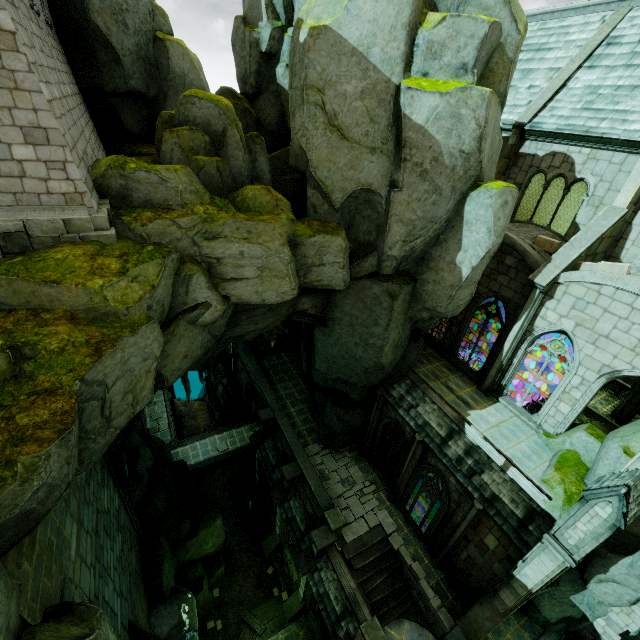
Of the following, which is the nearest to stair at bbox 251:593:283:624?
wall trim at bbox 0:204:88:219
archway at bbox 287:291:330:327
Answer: archway at bbox 287:291:330:327

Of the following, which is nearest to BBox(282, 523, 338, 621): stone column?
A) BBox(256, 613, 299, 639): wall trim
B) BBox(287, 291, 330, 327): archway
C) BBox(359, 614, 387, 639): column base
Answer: BBox(256, 613, 299, 639): wall trim

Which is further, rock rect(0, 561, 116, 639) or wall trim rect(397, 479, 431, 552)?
wall trim rect(397, 479, 431, 552)

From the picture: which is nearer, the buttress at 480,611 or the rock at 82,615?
the rock at 82,615

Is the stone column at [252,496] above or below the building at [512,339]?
below

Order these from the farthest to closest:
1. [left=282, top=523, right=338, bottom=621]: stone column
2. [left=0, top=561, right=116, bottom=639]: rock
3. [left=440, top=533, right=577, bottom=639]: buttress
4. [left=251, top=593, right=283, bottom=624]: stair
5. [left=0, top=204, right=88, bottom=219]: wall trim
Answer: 1. [left=251, top=593, right=283, bottom=624]: stair
2. [left=282, top=523, right=338, bottom=621]: stone column
3. [left=440, top=533, right=577, bottom=639]: buttress
4. [left=0, top=204, right=88, bottom=219]: wall trim
5. [left=0, top=561, right=116, bottom=639]: rock

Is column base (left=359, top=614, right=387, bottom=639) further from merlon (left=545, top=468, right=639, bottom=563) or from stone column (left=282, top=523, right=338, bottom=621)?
merlon (left=545, top=468, right=639, bottom=563)

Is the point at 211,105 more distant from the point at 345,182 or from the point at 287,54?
the point at 287,54
